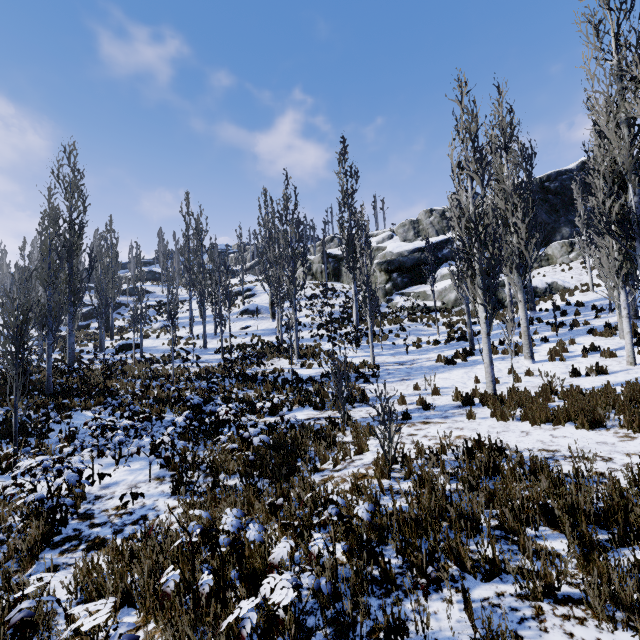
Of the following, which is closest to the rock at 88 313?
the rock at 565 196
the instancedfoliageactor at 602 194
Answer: the instancedfoliageactor at 602 194

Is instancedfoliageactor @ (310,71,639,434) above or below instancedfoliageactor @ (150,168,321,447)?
below

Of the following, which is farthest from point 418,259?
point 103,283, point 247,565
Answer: point 247,565

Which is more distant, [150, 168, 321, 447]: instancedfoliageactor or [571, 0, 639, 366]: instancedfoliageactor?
[150, 168, 321, 447]: instancedfoliageactor

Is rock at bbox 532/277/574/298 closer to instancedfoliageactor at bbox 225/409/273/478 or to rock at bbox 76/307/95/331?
instancedfoliageactor at bbox 225/409/273/478
